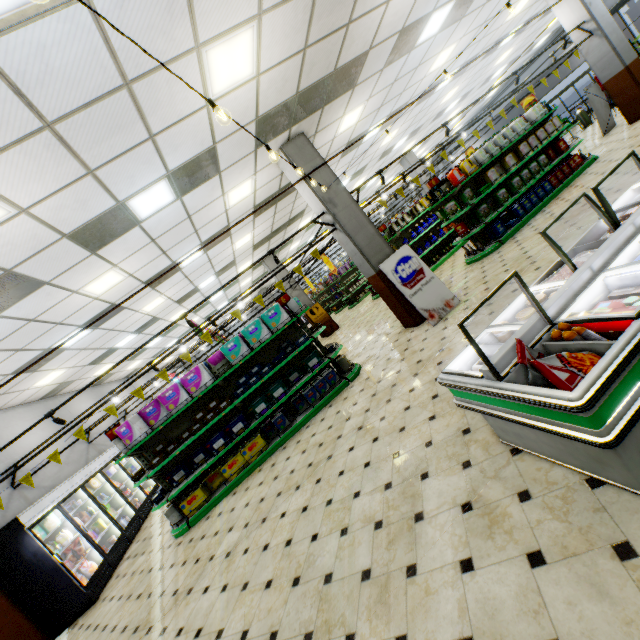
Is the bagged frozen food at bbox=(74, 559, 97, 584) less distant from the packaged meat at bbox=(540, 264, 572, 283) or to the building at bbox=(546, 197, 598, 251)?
the building at bbox=(546, 197, 598, 251)

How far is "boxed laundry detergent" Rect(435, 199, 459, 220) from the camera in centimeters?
841cm

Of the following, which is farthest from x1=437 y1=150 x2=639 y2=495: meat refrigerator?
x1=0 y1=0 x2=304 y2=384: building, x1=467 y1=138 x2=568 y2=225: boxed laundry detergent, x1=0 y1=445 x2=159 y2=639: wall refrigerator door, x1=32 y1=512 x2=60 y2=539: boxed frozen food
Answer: x1=32 y1=512 x2=60 y2=539: boxed frozen food

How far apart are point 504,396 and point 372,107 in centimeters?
905cm

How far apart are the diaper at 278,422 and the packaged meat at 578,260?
5.3 meters

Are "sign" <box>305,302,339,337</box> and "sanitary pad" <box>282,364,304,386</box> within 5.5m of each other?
no

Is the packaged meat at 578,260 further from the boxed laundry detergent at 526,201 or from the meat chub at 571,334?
the boxed laundry detergent at 526,201

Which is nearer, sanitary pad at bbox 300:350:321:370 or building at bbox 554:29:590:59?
sanitary pad at bbox 300:350:321:370
